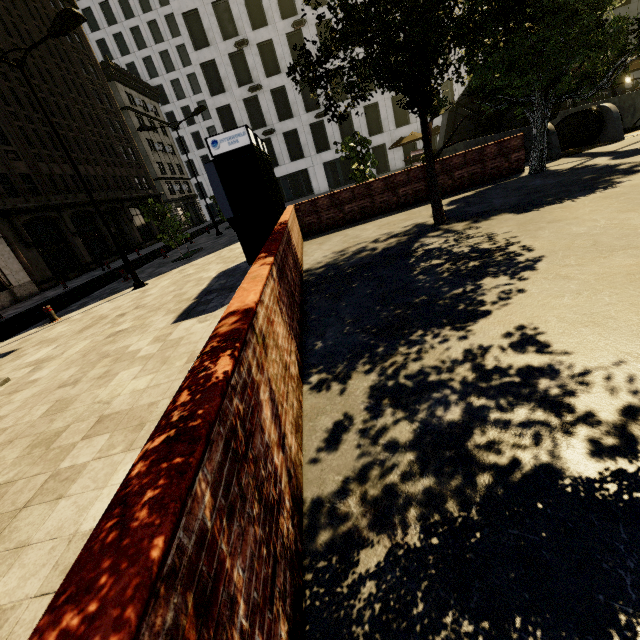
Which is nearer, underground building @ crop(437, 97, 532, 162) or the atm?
the atm

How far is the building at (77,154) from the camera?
30.9 meters

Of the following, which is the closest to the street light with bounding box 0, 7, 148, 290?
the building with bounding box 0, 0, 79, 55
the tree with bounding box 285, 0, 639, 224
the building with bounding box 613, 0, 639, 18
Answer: the tree with bounding box 285, 0, 639, 224

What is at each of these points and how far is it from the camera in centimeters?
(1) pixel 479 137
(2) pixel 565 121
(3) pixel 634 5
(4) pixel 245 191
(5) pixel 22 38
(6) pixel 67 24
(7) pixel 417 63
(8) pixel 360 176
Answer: (1) underground building, 2012cm
(2) underground building, 1702cm
(3) building, 3133cm
(4) atm, 758cm
(5) building, 2842cm
(6) street light, 929cm
(7) tree, 625cm
(8) tree, 1571cm

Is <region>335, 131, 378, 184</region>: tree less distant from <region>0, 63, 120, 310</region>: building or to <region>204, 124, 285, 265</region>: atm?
<region>0, 63, 120, 310</region>: building

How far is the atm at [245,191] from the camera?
7.21m

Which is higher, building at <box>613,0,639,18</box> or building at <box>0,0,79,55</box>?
building at <box>0,0,79,55</box>

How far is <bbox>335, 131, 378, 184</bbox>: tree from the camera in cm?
1494
